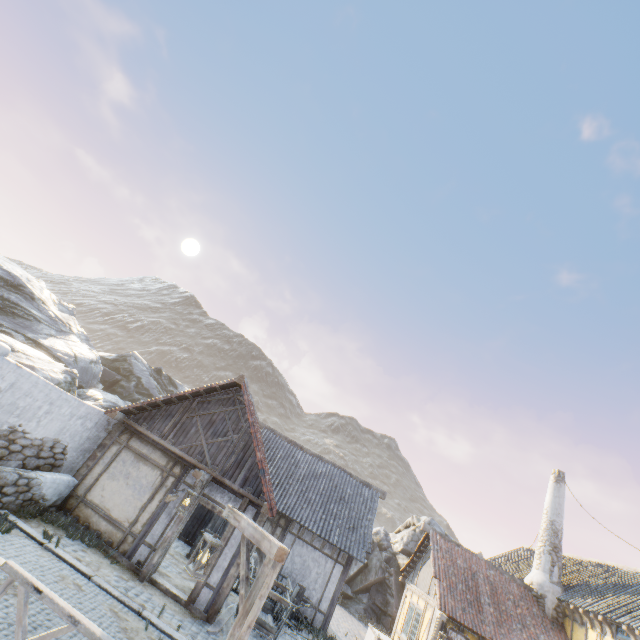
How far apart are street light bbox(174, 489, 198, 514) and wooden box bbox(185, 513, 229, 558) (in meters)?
5.20

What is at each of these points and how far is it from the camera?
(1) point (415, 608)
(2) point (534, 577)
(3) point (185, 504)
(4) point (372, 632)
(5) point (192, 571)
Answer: (1) building, 15.4 meters
(2) chimney, 16.3 meters
(3) street light, 8.6 meters
(4) stairs, 14.7 meters
(5) street light, 5.0 meters

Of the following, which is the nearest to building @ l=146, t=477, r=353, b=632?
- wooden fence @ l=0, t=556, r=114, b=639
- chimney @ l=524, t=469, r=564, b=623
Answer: wooden fence @ l=0, t=556, r=114, b=639

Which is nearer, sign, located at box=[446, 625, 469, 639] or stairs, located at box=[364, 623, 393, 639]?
sign, located at box=[446, 625, 469, 639]

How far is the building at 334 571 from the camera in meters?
8.9 m

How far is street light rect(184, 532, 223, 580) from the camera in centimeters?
503cm

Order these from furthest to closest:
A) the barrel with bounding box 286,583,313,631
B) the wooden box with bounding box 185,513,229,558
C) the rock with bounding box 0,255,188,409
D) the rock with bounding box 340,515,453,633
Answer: the rock with bounding box 340,515,453,633 < the rock with bounding box 0,255,188,409 < the wooden box with bounding box 185,513,229,558 < the barrel with bounding box 286,583,313,631

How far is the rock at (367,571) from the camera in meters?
19.9
